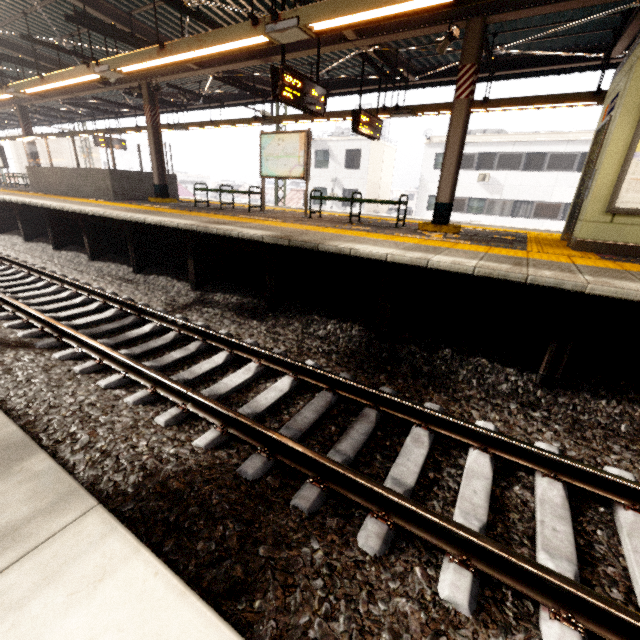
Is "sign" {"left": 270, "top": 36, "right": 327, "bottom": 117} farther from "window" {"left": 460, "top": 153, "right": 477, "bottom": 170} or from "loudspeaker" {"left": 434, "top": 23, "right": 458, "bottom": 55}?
"window" {"left": 460, "top": 153, "right": 477, "bottom": 170}

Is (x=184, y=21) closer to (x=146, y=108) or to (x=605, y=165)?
(x=146, y=108)

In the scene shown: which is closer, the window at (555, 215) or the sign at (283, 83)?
the sign at (283, 83)

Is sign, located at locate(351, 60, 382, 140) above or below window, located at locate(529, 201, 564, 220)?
above

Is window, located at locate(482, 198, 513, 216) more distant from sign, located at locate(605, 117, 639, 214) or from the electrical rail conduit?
the electrical rail conduit

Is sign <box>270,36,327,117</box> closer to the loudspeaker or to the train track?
the loudspeaker

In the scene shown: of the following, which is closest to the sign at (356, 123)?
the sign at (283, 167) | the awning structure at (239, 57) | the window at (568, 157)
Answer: the awning structure at (239, 57)

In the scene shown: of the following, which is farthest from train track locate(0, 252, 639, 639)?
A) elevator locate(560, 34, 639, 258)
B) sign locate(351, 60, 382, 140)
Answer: sign locate(351, 60, 382, 140)
